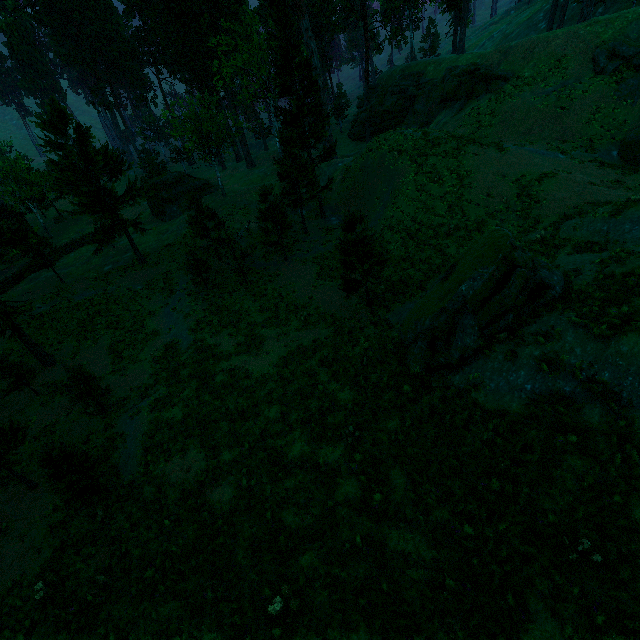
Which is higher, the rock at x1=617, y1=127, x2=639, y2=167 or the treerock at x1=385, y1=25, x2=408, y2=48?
the treerock at x1=385, y1=25, x2=408, y2=48

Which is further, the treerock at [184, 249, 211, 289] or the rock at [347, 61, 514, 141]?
the rock at [347, 61, 514, 141]

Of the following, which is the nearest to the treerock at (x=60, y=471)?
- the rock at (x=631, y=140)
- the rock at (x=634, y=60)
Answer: the rock at (x=634, y=60)

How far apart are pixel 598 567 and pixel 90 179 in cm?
3686

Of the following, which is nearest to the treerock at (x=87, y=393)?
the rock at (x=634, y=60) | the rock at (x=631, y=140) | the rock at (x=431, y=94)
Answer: the rock at (x=431, y=94)

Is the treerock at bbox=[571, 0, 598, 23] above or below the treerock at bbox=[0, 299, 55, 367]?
above

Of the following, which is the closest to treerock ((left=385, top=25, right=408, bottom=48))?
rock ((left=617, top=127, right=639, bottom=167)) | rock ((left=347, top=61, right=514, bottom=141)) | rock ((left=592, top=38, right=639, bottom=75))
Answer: rock ((left=347, top=61, right=514, bottom=141))

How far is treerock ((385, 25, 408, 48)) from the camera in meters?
39.8
